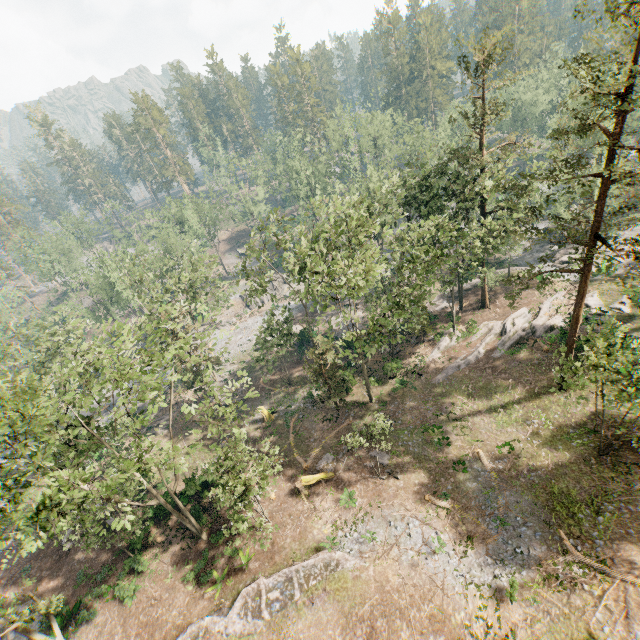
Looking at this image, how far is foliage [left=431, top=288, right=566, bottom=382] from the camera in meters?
31.9

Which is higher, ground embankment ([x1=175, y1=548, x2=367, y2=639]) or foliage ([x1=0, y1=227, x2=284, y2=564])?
foliage ([x1=0, y1=227, x2=284, y2=564])

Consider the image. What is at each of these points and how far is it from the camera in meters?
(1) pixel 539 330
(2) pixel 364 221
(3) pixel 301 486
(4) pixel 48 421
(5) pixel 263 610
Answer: (1) foliage, 32.0
(2) foliage, 30.2
(3) tree trunk, 26.6
(4) foliage, 13.6
(5) ground embankment, 19.8

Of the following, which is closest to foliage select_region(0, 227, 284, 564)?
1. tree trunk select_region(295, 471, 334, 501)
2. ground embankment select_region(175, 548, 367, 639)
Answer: ground embankment select_region(175, 548, 367, 639)

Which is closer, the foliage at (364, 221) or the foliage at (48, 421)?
the foliage at (48, 421)

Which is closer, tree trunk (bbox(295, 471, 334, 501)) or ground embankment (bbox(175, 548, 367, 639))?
ground embankment (bbox(175, 548, 367, 639))

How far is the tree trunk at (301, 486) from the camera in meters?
26.5

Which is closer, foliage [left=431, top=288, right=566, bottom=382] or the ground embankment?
the ground embankment
